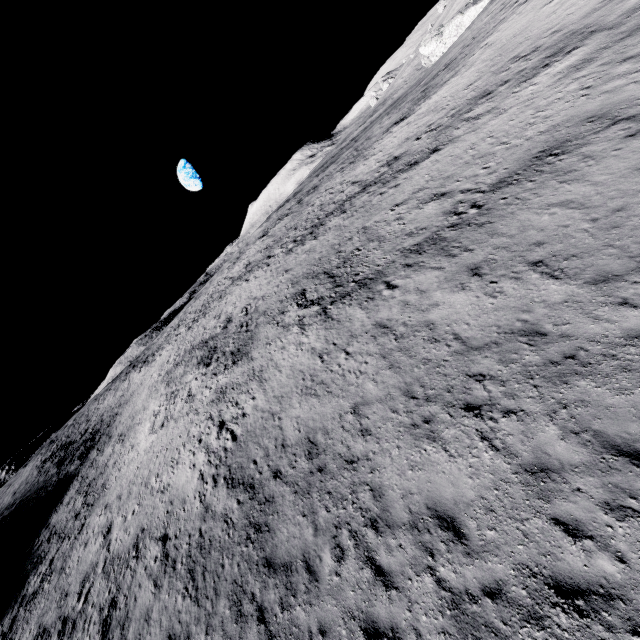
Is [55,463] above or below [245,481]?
above
